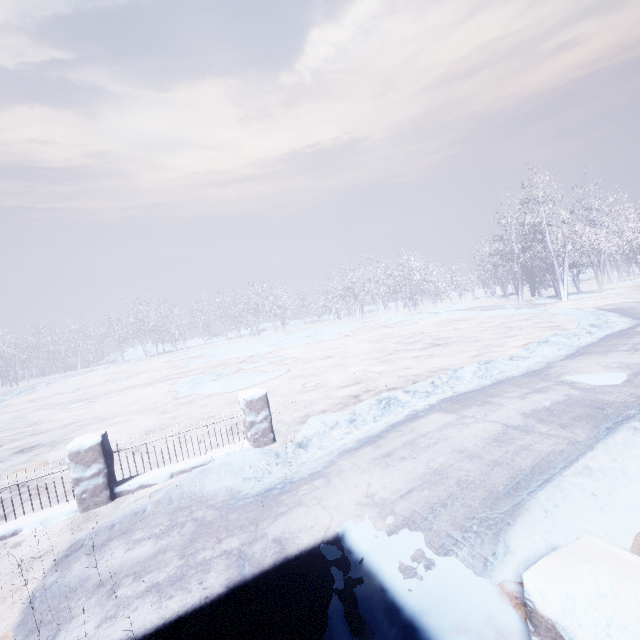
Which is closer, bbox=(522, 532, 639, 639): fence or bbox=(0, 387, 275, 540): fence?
bbox=(522, 532, 639, 639): fence

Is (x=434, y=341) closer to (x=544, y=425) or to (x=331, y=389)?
(x=331, y=389)

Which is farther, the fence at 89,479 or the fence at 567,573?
the fence at 89,479
